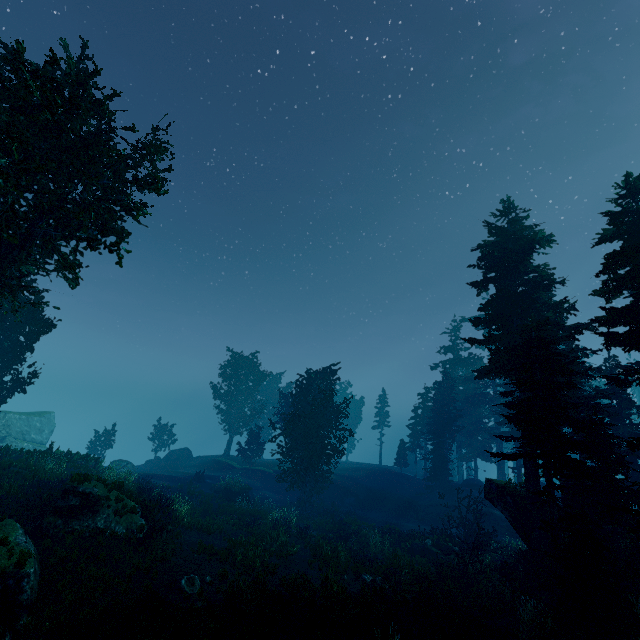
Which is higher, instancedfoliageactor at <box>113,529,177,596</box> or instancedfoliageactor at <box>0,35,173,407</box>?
instancedfoliageactor at <box>0,35,173,407</box>

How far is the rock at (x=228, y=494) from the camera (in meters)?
27.88

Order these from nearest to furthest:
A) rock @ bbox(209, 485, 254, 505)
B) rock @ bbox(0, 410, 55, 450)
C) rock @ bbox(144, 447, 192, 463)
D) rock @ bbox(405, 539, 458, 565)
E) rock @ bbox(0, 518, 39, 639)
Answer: rock @ bbox(0, 518, 39, 639) < rock @ bbox(405, 539, 458, 565) < rock @ bbox(209, 485, 254, 505) < rock @ bbox(0, 410, 55, 450) < rock @ bbox(144, 447, 192, 463)

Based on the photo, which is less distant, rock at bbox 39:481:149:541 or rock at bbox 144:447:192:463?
rock at bbox 39:481:149:541

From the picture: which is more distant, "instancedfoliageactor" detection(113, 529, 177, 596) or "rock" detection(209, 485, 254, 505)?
"rock" detection(209, 485, 254, 505)

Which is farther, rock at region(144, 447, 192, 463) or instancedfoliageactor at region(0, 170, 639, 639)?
rock at region(144, 447, 192, 463)

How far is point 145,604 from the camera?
10.8m

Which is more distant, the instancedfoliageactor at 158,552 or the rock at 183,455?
the rock at 183,455
